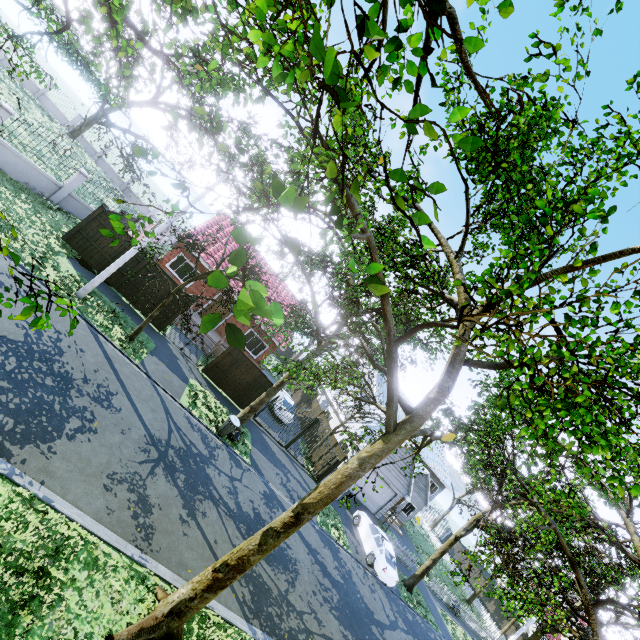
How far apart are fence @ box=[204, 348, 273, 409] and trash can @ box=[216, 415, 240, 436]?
3.4m

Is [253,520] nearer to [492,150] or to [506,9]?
[492,150]

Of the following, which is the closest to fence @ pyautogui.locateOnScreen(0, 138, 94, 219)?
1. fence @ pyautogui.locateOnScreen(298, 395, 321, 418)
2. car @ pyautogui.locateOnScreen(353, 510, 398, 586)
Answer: fence @ pyautogui.locateOnScreen(298, 395, 321, 418)

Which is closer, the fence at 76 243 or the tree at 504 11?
the tree at 504 11

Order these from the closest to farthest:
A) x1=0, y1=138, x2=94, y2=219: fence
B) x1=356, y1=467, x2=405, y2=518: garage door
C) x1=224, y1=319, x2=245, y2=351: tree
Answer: x1=224, y1=319, x2=245, y2=351: tree → x1=0, y1=138, x2=94, y2=219: fence → x1=356, y1=467, x2=405, y2=518: garage door

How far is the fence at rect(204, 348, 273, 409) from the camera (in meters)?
18.11

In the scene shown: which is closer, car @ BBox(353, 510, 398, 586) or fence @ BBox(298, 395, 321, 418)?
car @ BBox(353, 510, 398, 586)

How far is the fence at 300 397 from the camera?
30.9m
